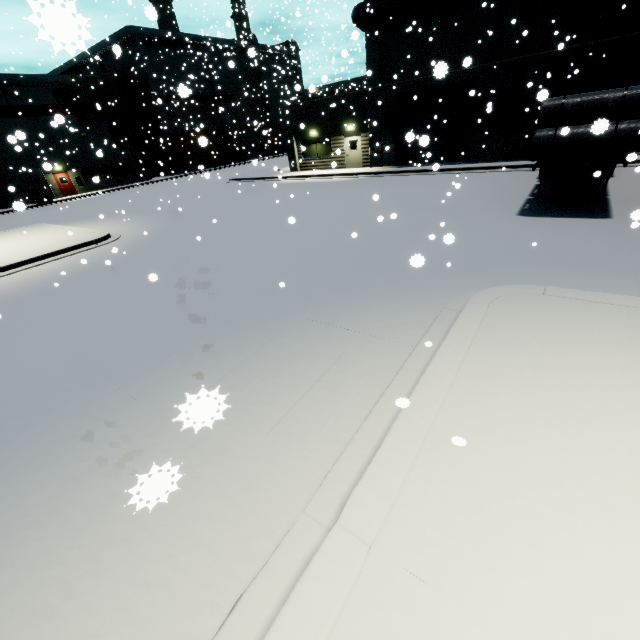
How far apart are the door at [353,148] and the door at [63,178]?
30.91m

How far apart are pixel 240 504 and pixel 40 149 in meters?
45.0

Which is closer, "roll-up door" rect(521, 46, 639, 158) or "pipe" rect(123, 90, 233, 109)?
"roll-up door" rect(521, 46, 639, 158)

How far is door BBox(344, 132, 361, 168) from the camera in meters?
24.2

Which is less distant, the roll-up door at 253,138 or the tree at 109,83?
the tree at 109,83

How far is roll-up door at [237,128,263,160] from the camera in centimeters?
5244cm

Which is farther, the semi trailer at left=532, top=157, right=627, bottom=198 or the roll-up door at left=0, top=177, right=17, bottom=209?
the roll-up door at left=0, top=177, right=17, bottom=209

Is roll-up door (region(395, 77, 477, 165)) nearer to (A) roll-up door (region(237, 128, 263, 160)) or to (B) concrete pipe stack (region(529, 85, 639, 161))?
(B) concrete pipe stack (region(529, 85, 639, 161))
